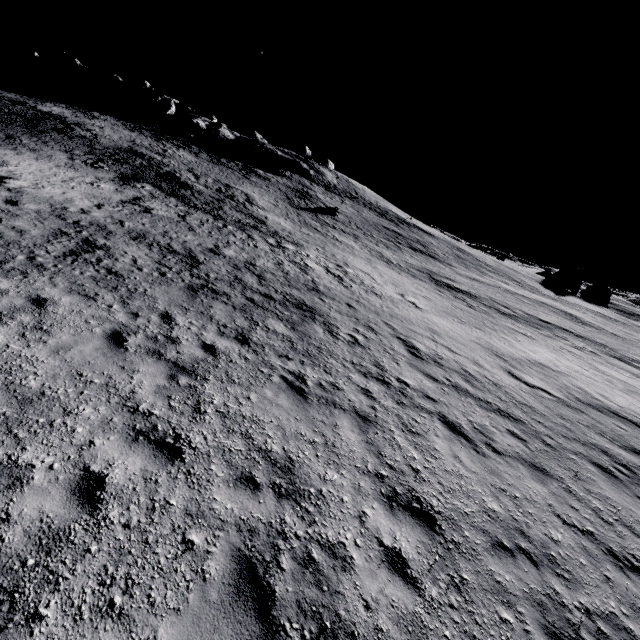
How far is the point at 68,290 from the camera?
8.5m

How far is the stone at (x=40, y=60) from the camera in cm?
5796

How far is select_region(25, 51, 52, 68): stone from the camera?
58.0m
